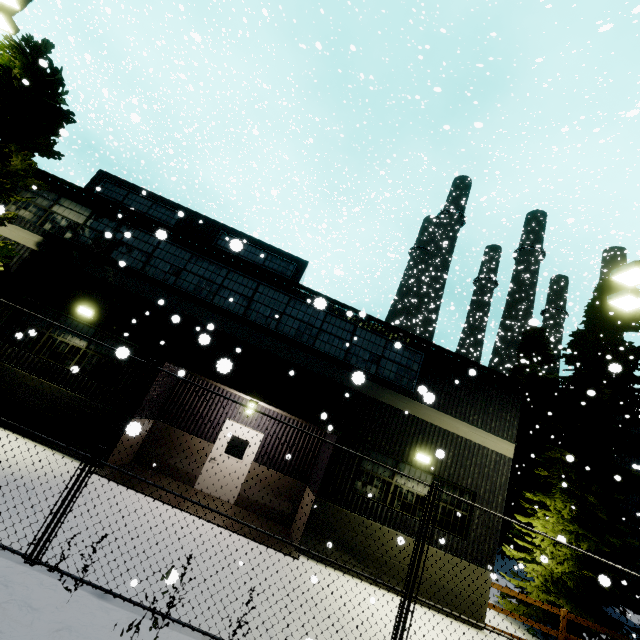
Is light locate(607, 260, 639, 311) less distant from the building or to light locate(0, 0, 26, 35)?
the building

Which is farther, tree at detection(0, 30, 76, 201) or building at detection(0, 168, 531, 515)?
building at detection(0, 168, 531, 515)

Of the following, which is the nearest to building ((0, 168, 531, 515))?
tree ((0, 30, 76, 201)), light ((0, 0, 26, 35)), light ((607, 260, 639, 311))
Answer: light ((0, 0, 26, 35))

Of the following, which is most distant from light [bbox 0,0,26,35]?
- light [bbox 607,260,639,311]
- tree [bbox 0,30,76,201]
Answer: light [bbox 607,260,639,311]

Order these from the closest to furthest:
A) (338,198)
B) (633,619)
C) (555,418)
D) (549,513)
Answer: (549,513) < (633,619) < (555,418) < (338,198)

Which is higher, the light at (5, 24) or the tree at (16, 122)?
the light at (5, 24)

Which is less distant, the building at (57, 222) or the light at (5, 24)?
the light at (5, 24)

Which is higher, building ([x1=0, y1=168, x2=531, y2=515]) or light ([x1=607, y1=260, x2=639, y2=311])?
light ([x1=607, y1=260, x2=639, y2=311])
